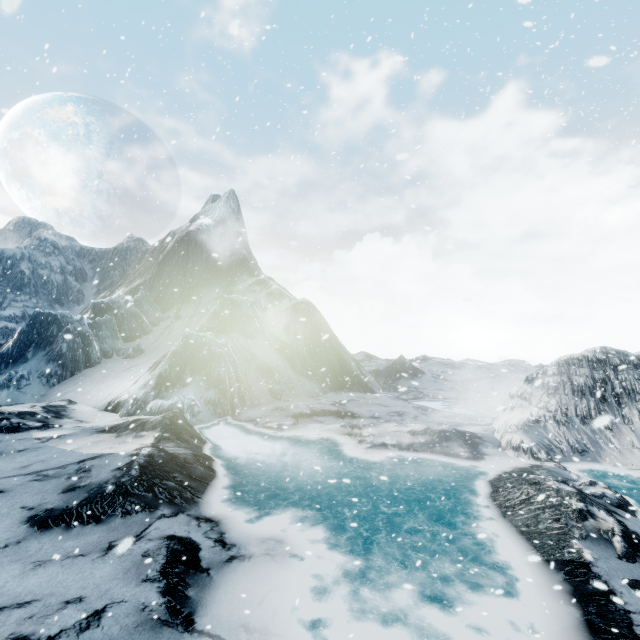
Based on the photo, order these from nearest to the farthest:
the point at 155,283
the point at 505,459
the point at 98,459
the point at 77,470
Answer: the point at 77,470 → the point at 98,459 → the point at 505,459 → the point at 155,283
